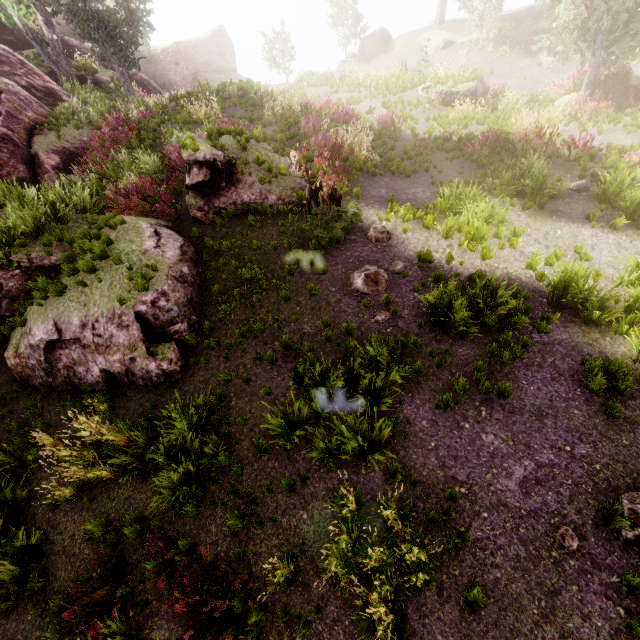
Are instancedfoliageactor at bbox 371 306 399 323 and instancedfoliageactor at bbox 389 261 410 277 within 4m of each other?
yes

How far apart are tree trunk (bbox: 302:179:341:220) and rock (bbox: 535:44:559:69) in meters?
23.7 m

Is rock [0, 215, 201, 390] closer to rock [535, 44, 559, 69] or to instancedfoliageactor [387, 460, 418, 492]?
instancedfoliageactor [387, 460, 418, 492]

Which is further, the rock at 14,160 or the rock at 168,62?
the rock at 168,62

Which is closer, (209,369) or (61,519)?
(61,519)

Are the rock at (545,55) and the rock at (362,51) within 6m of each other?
no

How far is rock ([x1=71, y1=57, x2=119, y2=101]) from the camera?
22.4m

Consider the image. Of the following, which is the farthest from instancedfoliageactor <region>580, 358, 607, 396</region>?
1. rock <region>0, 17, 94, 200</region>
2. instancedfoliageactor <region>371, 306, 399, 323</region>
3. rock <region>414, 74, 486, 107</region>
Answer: rock <region>414, 74, 486, 107</region>
